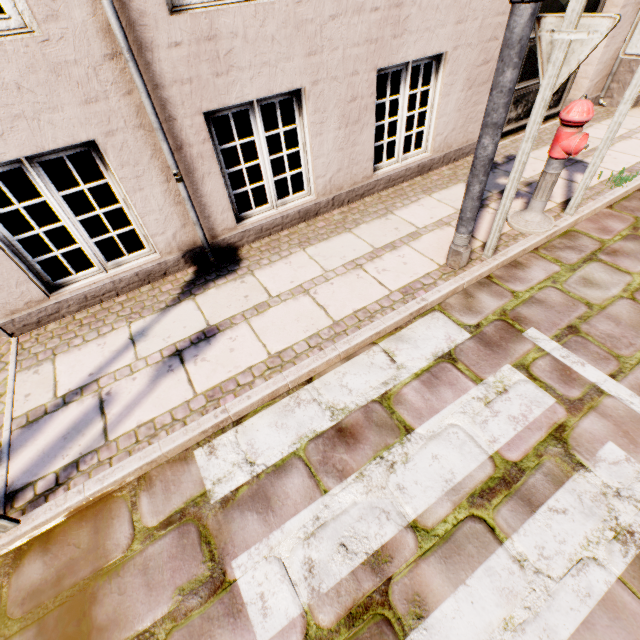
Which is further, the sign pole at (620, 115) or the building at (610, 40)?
the building at (610, 40)

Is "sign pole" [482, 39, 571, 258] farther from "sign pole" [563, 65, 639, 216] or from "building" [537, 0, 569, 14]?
"building" [537, 0, 569, 14]

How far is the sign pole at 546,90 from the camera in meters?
2.2

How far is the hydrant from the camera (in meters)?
2.86

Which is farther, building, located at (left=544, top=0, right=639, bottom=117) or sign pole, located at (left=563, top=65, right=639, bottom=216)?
building, located at (left=544, top=0, right=639, bottom=117)

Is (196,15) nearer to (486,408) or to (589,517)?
(486,408)

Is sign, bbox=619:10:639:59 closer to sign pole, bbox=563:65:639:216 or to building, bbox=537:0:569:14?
sign pole, bbox=563:65:639:216

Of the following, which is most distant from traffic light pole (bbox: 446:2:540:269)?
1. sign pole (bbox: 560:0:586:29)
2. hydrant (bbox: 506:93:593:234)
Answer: hydrant (bbox: 506:93:593:234)
